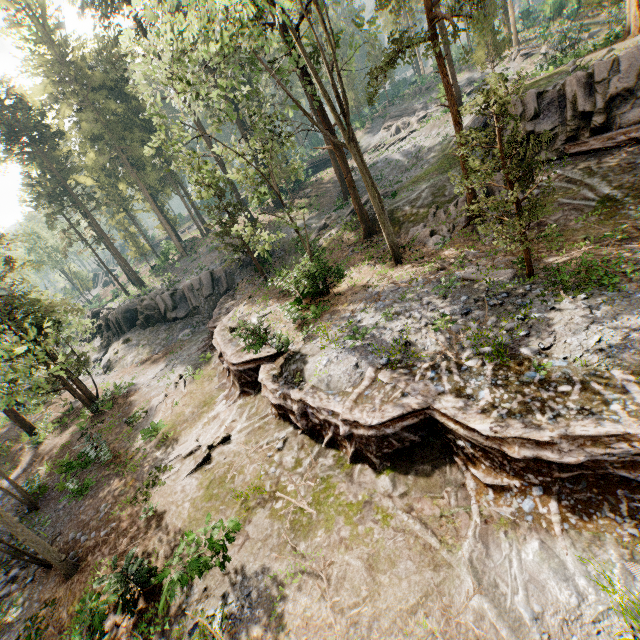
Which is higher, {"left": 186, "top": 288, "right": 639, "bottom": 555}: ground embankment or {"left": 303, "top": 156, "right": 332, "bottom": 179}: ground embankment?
{"left": 303, "top": 156, "right": 332, "bottom": 179}: ground embankment

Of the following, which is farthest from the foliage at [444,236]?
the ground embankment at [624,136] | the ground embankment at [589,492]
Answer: the ground embankment at [624,136]

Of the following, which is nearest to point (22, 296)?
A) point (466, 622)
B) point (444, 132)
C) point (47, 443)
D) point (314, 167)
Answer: point (47, 443)

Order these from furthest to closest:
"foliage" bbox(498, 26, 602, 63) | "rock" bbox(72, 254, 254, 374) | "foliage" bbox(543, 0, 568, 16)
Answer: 1. "foliage" bbox(543, 0, 568, 16)
2. "rock" bbox(72, 254, 254, 374)
3. "foliage" bbox(498, 26, 602, 63)

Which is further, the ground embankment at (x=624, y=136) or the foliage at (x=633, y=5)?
the foliage at (x=633, y=5)

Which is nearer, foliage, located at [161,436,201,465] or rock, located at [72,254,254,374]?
foliage, located at [161,436,201,465]

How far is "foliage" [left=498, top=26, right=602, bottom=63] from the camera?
24.2 meters

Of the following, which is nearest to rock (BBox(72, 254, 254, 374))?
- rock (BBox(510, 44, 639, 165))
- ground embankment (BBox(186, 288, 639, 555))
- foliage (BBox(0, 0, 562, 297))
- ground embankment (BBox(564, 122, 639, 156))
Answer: ground embankment (BBox(186, 288, 639, 555))
